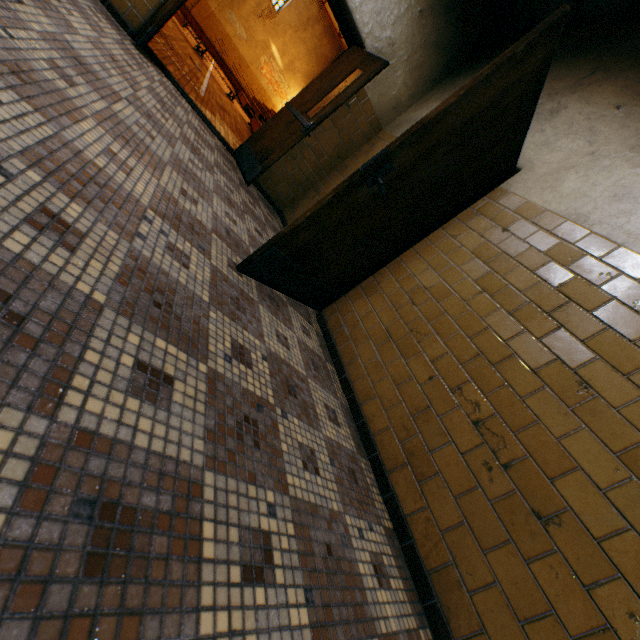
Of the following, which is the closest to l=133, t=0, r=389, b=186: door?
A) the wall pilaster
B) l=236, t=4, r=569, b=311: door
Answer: l=236, t=4, r=569, b=311: door

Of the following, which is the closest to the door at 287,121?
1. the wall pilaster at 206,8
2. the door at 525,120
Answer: the door at 525,120

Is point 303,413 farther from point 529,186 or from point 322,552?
point 529,186

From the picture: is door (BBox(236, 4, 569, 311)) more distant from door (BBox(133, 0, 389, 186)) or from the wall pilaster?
the wall pilaster

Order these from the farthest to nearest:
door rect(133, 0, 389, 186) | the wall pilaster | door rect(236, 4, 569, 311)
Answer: the wall pilaster, door rect(133, 0, 389, 186), door rect(236, 4, 569, 311)
